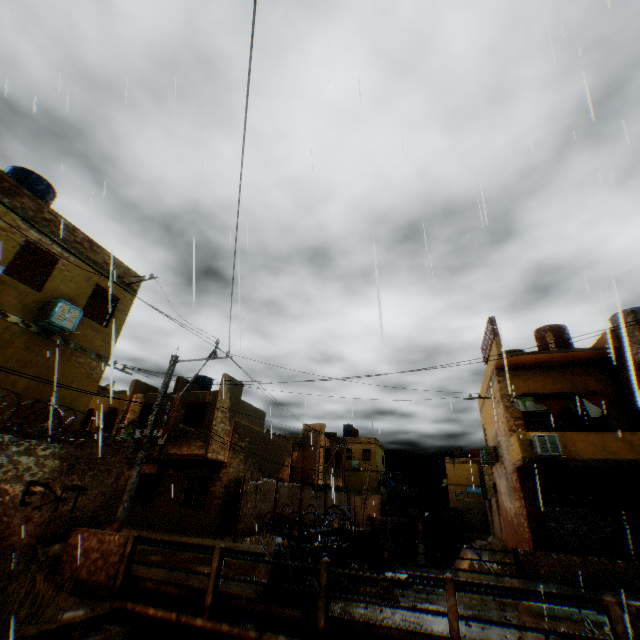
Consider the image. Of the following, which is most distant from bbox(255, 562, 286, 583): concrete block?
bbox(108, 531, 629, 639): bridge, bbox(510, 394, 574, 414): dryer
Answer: bbox(510, 394, 574, 414): dryer

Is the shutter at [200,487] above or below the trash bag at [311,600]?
above

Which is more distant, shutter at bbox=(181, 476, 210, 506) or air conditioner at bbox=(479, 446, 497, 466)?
air conditioner at bbox=(479, 446, 497, 466)

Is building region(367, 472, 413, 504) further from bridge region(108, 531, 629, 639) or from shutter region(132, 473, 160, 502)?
bridge region(108, 531, 629, 639)

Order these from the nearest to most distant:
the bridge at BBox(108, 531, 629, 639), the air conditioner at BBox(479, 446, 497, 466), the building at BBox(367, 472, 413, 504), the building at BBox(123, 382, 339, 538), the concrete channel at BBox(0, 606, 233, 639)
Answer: the bridge at BBox(108, 531, 629, 639)
the concrete channel at BBox(0, 606, 233, 639)
the building at BBox(123, 382, 339, 538)
the air conditioner at BBox(479, 446, 497, 466)
the building at BBox(367, 472, 413, 504)

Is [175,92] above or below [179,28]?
below

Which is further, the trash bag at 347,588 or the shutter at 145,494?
the shutter at 145,494

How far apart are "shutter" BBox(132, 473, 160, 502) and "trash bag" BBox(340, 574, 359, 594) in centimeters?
1539cm
